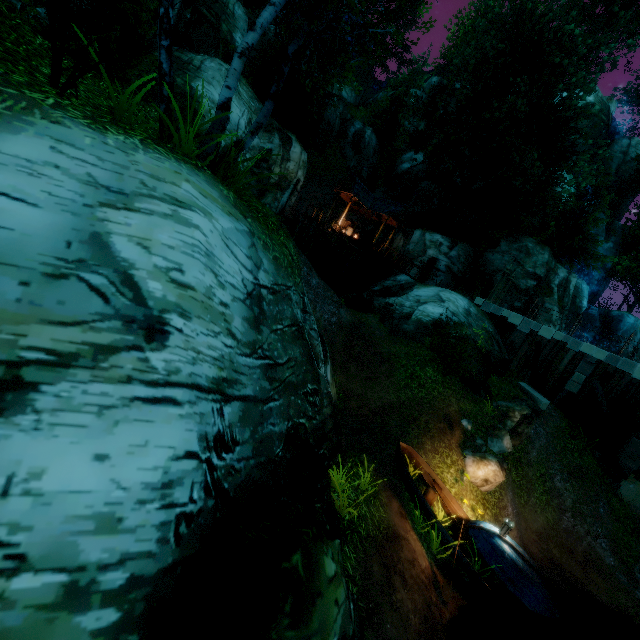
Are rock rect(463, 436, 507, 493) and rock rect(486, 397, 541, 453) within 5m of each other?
yes

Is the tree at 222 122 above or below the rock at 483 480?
above

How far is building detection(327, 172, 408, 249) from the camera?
25.20m

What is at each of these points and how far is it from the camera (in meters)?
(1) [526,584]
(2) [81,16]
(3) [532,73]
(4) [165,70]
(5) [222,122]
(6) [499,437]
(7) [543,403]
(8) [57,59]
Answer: (1) boat, 8.55
(2) tree, 10.86
(3) tree, 22.02
(4) tree, 4.79
(5) tree, 5.64
(6) rock, 12.56
(7) stone, 16.20
(8) bush, 3.96

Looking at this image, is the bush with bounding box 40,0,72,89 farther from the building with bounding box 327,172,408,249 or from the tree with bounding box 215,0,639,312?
the building with bounding box 327,172,408,249

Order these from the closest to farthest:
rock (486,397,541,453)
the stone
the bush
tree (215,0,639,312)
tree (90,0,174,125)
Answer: the bush, tree (90,0,174,125), tree (215,0,639,312), rock (486,397,541,453), the stone

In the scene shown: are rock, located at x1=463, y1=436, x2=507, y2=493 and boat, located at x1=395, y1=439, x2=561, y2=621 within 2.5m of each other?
yes

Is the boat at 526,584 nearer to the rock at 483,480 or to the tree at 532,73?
the rock at 483,480
